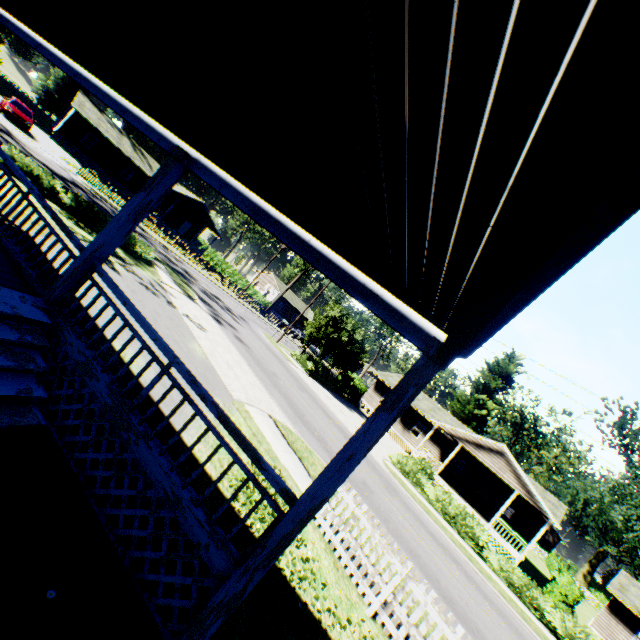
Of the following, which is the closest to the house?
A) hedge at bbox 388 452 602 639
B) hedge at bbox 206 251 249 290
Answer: hedge at bbox 388 452 602 639

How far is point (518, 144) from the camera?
1.08m

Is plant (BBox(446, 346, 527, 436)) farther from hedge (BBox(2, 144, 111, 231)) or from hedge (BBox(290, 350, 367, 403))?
hedge (BBox(2, 144, 111, 231))

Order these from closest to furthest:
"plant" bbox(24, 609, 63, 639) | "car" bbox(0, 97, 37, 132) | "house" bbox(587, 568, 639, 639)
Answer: "plant" bbox(24, 609, 63, 639), "car" bbox(0, 97, 37, 132), "house" bbox(587, 568, 639, 639)

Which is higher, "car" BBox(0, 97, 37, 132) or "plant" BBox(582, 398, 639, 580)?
"plant" BBox(582, 398, 639, 580)

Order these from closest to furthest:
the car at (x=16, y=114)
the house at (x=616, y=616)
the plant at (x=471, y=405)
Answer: the car at (x=16, y=114)
the house at (x=616, y=616)
the plant at (x=471, y=405)

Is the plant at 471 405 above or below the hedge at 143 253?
above

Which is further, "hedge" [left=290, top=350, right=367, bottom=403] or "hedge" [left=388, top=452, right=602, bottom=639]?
"hedge" [left=290, top=350, right=367, bottom=403]
